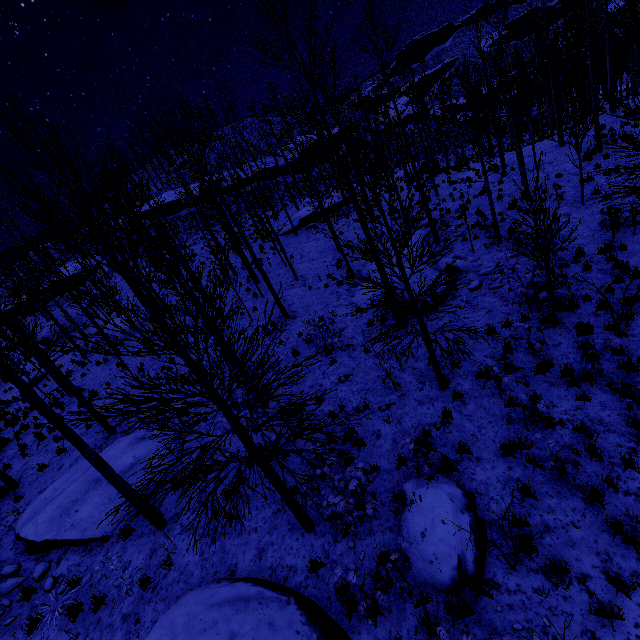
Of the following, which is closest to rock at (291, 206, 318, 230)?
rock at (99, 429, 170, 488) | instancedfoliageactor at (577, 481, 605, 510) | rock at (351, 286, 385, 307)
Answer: rock at (351, 286, 385, 307)

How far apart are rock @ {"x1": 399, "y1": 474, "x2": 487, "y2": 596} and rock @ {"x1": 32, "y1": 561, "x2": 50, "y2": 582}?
9.15m

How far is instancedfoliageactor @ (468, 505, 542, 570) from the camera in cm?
461

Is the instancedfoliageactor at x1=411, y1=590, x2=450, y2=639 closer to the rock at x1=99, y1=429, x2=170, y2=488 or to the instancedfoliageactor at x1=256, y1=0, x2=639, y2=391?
the instancedfoliageactor at x1=256, y1=0, x2=639, y2=391

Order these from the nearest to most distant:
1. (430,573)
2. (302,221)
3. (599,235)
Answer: (430,573) < (599,235) < (302,221)

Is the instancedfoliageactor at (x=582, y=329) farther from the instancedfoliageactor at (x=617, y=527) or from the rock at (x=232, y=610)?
the instancedfoliageactor at (x=617, y=527)

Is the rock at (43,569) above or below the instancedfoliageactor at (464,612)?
above

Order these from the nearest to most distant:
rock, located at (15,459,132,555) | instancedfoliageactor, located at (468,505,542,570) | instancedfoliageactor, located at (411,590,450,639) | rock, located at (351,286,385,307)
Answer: instancedfoliageactor, located at (411,590,450,639)
instancedfoliageactor, located at (468,505,542,570)
rock, located at (15,459,132,555)
rock, located at (351,286,385,307)
